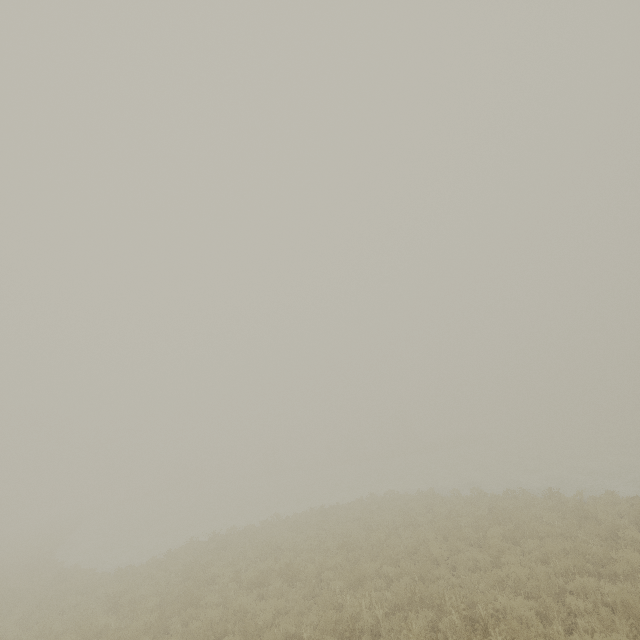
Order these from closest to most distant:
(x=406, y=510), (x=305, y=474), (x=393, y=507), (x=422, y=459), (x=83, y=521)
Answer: (x=406, y=510) < (x=393, y=507) < (x=83, y=521) < (x=422, y=459) < (x=305, y=474)
